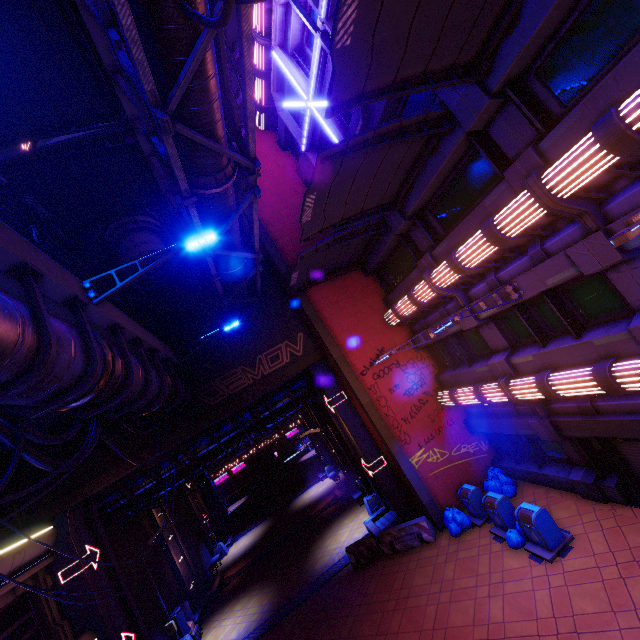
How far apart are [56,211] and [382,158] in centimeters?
1247cm

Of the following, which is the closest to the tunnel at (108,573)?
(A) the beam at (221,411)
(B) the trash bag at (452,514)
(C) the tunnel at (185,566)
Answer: (A) the beam at (221,411)

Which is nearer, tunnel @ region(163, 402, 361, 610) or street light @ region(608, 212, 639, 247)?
street light @ region(608, 212, 639, 247)

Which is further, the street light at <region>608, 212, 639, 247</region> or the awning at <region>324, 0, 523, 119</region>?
the awning at <region>324, 0, 523, 119</region>

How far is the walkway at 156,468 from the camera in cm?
1662

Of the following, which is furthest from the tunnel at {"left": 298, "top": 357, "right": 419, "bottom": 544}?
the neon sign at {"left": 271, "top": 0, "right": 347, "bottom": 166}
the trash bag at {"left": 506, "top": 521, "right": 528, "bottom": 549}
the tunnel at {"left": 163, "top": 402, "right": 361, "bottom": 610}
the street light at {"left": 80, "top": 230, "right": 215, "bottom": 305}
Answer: the street light at {"left": 80, "top": 230, "right": 215, "bottom": 305}

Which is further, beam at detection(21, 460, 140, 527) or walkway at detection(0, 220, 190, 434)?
beam at detection(21, 460, 140, 527)

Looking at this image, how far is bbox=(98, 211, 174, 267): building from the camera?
14.99m
